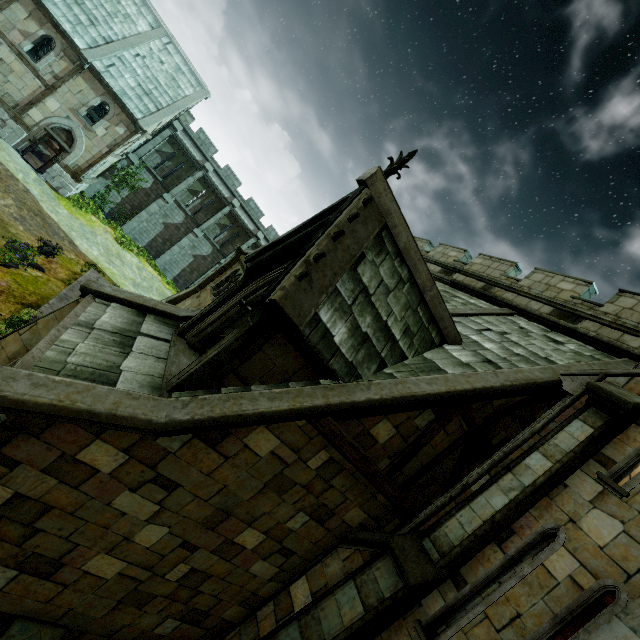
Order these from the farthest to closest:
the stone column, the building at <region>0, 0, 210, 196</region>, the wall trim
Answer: the building at <region>0, 0, 210, 196</region>
the wall trim
the stone column

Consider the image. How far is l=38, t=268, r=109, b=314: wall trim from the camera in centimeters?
1196cm

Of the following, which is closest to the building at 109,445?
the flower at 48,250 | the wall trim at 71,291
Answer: the wall trim at 71,291

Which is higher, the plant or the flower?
the plant

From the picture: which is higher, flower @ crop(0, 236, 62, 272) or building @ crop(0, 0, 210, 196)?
building @ crop(0, 0, 210, 196)

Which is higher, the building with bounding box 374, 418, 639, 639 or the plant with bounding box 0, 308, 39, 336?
the building with bounding box 374, 418, 639, 639

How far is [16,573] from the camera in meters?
4.9 m

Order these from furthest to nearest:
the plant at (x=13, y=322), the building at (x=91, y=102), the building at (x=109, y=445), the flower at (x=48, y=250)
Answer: the building at (x=91, y=102) < the flower at (x=48, y=250) < the plant at (x=13, y=322) < the building at (x=109, y=445)
